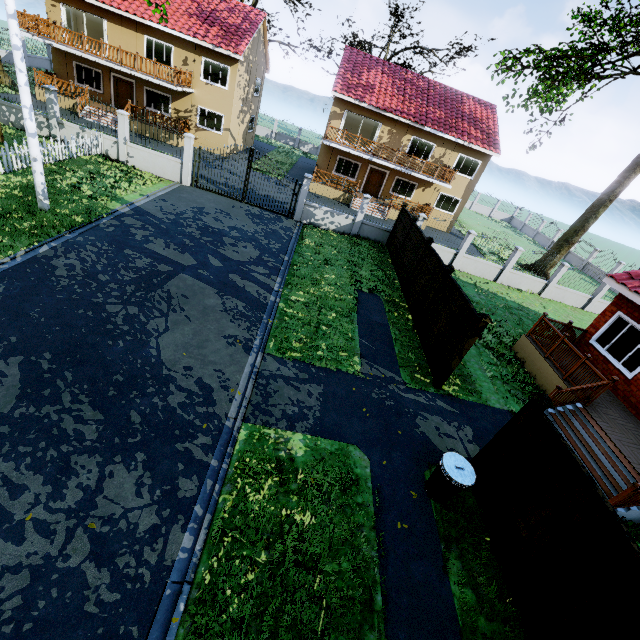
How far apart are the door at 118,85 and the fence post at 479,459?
31.3 meters

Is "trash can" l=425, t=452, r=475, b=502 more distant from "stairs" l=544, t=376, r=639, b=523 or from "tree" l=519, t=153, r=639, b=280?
"tree" l=519, t=153, r=639, b=280

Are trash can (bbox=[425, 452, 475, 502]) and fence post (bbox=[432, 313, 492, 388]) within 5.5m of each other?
yes

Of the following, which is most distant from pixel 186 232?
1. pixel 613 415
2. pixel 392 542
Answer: pixel 613 415

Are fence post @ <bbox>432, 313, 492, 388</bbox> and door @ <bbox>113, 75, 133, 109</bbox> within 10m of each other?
no

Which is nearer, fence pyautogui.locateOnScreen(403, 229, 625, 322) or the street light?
the street light

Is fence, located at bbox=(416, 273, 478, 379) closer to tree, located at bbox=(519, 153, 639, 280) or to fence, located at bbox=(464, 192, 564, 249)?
fence, located at bbox=(464, 192, 564, 249)

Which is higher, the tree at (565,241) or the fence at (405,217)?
the tree at (565,241)
